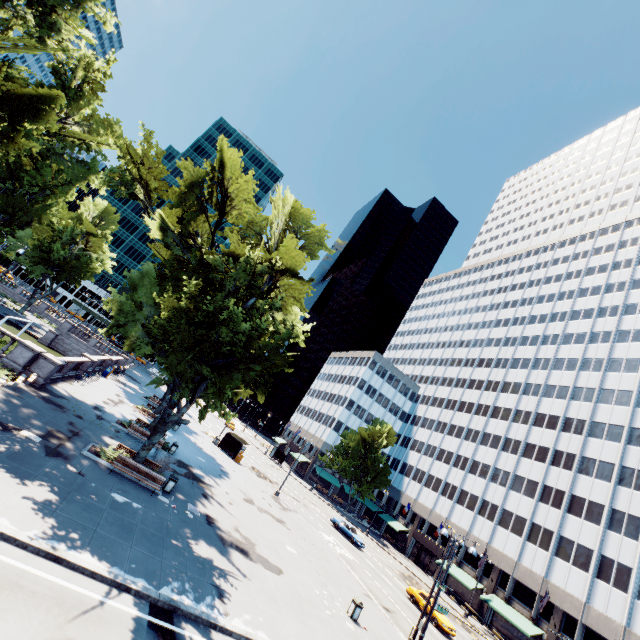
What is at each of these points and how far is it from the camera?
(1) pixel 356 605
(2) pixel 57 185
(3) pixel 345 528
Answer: (1) garbage can, 19.1 meters
(2) tree, 26.7 meters
(3) vehicle, 40.8 meters

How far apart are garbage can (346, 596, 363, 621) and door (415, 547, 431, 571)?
43.05m

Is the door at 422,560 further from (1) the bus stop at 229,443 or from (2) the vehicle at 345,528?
(1) the bus stop at 229,443

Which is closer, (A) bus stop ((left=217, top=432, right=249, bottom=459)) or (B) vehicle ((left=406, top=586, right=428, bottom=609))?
(B) vehicle ((left=406, top=586, right=428, bottom=609))

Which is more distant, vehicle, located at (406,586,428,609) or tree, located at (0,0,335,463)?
vehicle, located at (406,586,428,609)

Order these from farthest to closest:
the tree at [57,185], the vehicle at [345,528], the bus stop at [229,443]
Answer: the bus stop at [229,443], the vehicle at [345,528], the tree at [57,185]

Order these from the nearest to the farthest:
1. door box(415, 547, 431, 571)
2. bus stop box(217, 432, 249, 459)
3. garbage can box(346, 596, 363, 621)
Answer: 1. garbage can box(346, 596, 363, 621)
2. bus stop box(217, 432, 249, 459)
3. door box(415, 547, 431, 571)

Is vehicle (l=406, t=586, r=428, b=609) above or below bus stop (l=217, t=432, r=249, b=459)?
below
